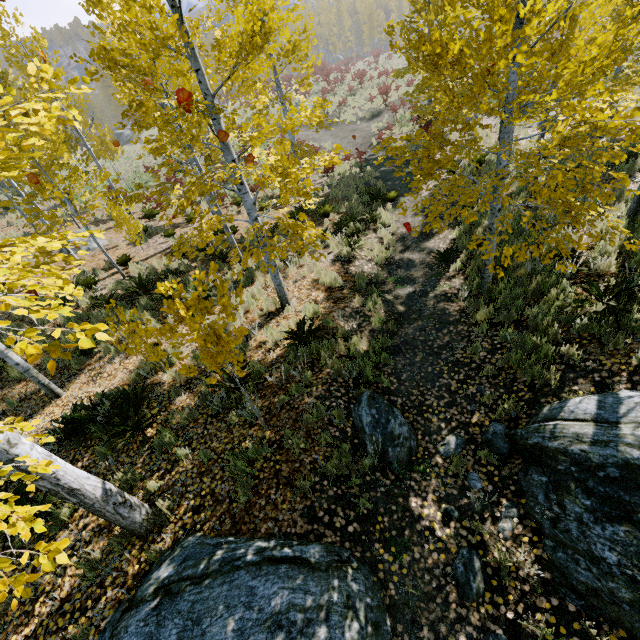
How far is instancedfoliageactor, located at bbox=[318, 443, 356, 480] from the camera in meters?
4.3

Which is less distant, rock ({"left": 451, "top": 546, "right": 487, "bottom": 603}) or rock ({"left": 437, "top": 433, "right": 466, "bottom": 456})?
rock ({"left": 451, "top": 546, "right": 487, "bottom": 603})

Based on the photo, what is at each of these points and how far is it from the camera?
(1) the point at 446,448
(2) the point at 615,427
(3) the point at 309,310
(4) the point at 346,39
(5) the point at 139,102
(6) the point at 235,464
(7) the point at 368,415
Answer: (1) rock, 4.8m
(2) rock, 3.5m
(3) instancedfoliageactor, 7.4m
(4) instancedfoliageactor, 57.3m
(5) instancedfoliageactor, 4.7m
(6) instancedfoliageactor, 4.5m
(7) rock, 5.0m

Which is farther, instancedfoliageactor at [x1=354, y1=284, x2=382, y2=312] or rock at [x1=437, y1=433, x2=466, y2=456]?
instancedfoliageactor at [x1=354, y1=284, x2=382, y2=312]

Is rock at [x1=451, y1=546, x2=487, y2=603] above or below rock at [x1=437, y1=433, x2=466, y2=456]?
above

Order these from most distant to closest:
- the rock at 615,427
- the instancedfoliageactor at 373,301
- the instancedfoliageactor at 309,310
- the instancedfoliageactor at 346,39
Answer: the instancedfoliageactor at 346,39
the instancedfoliageactor at 373,301
the instancedfoliageactor at 309,310
the rock at 615,427

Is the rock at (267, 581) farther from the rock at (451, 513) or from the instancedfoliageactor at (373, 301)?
the rock at (451, 513)
